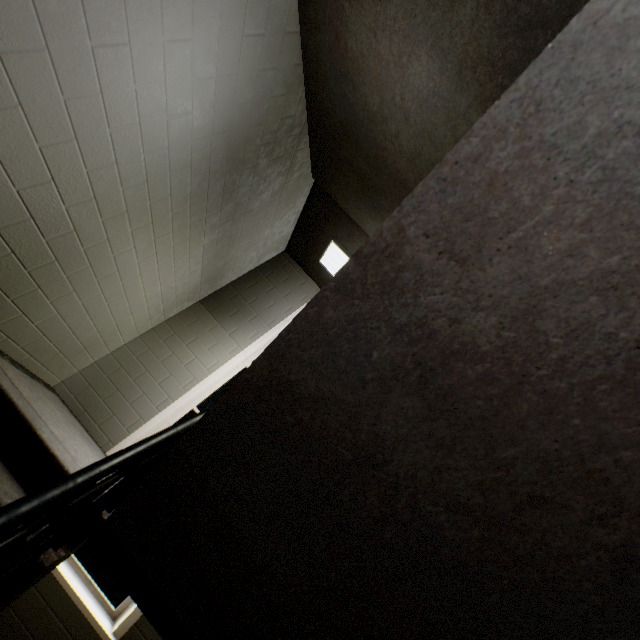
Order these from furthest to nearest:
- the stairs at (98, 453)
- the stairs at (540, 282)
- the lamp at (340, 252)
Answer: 1. the lamp at (340, 252)
2. the stairs at (98, 453)
3. the stairs at (540, 282)

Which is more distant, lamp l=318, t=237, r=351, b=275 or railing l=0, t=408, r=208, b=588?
lamp l=318, t=237, r=351, b=275

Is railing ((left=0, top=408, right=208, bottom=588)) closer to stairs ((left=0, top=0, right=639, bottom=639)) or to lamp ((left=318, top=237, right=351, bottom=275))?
stairs ((left=0, top=0, right=639, bottom=639))

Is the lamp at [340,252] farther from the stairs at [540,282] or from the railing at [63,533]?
the railing at [63,533]

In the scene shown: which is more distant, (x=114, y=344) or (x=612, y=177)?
(x=114, y=344)

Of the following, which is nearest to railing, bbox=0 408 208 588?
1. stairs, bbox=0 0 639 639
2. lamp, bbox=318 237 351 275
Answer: stairs, bbox=0 0 639 639
